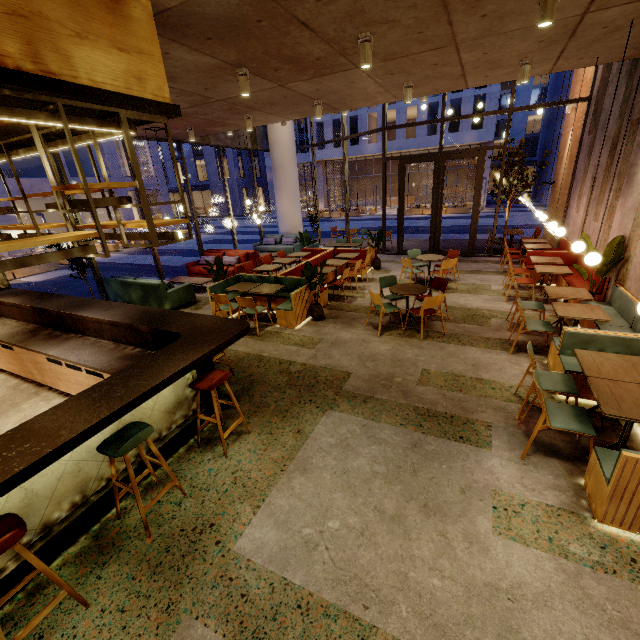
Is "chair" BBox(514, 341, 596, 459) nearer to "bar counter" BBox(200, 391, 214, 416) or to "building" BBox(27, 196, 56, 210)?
"bar counter" BBox(200, 391, 214, 416)

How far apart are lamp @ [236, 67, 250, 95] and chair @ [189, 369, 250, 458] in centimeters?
434cm

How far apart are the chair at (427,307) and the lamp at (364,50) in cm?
347

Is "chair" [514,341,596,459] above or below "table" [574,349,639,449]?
below

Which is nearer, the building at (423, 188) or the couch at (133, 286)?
the couch at (133, 286)

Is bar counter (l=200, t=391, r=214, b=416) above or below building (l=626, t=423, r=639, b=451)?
above

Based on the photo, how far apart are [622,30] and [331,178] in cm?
3712

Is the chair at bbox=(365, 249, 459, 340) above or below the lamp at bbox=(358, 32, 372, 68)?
below
